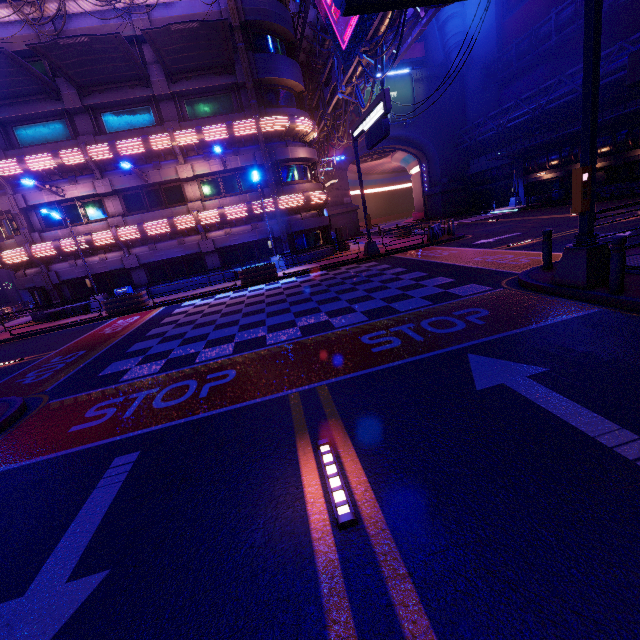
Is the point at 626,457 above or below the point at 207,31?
below

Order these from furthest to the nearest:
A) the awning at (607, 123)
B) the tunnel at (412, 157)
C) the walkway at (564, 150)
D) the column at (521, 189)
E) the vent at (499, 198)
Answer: the tunnel at (412, 157) < the vent at (499, 198) < the column at (521, 189) < the walkway at (564, 150) < the awning at (607, 123)

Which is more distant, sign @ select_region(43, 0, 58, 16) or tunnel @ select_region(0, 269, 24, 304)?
tunnel @ select_region(0, 269, 24, 304)

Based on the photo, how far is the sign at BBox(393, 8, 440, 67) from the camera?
15.0m

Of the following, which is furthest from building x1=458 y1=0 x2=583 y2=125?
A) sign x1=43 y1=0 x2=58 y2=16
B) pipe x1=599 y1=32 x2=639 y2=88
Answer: sign x1=43 y1=0 x2=58 y2=16

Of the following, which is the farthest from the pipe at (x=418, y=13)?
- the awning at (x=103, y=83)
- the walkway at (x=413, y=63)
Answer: the awning at (x=103, y=83)

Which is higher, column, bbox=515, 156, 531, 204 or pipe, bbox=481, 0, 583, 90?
pipe, bbox=481, 0, 583, 90

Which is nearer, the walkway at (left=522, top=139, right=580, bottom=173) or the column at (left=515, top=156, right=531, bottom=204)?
the walkway at (left=522, top=139, right=580, bottom=173)
